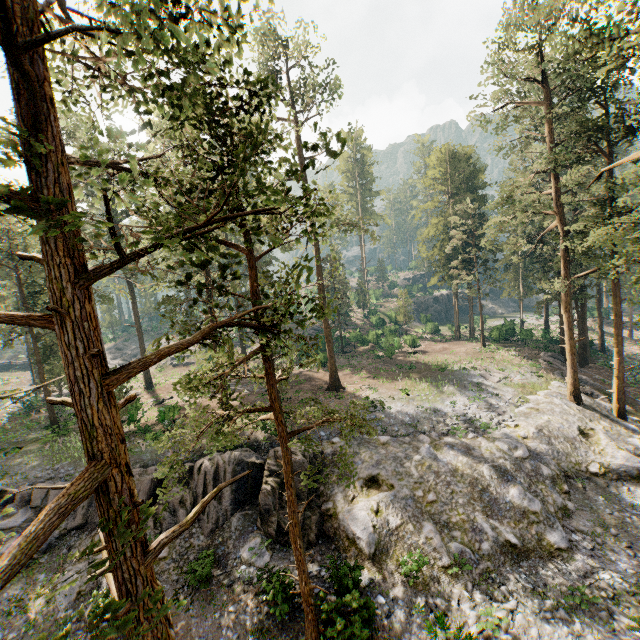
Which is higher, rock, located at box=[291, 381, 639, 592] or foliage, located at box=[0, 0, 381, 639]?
foliage, located at box=[0, 0, 381, 639]

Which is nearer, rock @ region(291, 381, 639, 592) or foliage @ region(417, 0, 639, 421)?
rock @ region(291, 381, 639, 592)

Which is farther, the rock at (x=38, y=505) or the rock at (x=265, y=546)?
the rock at (x=38, y=505)

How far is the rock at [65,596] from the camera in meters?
15.2

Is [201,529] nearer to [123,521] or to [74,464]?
[74,464]

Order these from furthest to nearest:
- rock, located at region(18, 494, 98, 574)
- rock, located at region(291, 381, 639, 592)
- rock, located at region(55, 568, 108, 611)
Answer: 1. rock, located at region(18, 494, 98, 574)
2. rock, located at region(291, 381, 639, 592)
3. rock, located at region(55, 568, 108, 611)

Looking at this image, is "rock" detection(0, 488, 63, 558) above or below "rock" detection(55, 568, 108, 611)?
above

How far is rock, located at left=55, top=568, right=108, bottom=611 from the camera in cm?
1524
